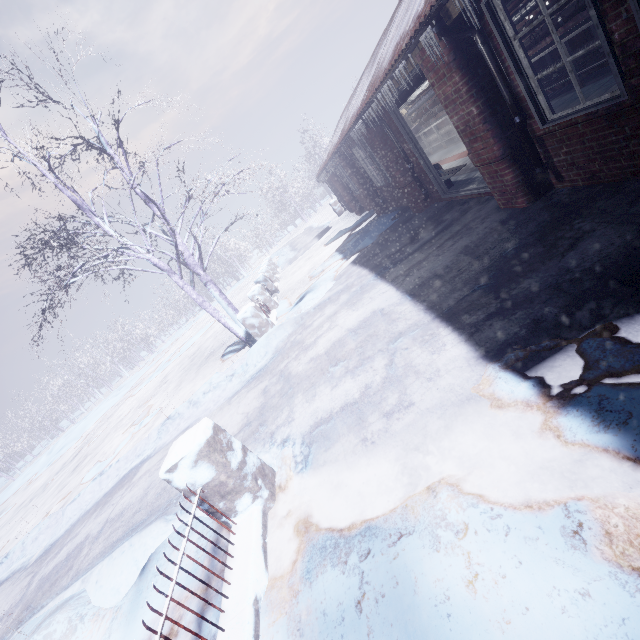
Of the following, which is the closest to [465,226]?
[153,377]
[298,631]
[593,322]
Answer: [593,322]

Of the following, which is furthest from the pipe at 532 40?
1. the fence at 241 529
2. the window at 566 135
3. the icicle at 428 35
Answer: the fence at 241 529

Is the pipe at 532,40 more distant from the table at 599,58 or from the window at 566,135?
the window at 566,135

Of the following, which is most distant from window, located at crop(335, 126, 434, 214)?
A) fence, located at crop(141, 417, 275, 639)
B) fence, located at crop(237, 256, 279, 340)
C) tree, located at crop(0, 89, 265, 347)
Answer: fence, located at crop(141, 417, 275, 639)

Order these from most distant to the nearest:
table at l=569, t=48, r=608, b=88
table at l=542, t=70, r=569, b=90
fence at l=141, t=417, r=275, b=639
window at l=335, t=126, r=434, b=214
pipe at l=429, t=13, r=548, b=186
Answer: window at l=335, t=126, r=434, b=214 < table at l=542, t=70, r=569, b=90 < table at l=569, t=48, r=608, b=88 < pipe at l=429, t=13, r=548, b=186 < fence at l=141, t=417, r=275, b=639

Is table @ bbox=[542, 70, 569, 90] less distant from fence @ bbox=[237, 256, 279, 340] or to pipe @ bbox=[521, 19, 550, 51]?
pipe @ bbox=[521, 19, 550, 51]

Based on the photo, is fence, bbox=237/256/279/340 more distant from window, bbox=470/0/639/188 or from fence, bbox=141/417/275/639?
window, bbox=470/0/639/188

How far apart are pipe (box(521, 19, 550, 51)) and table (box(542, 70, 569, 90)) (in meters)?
0.11
